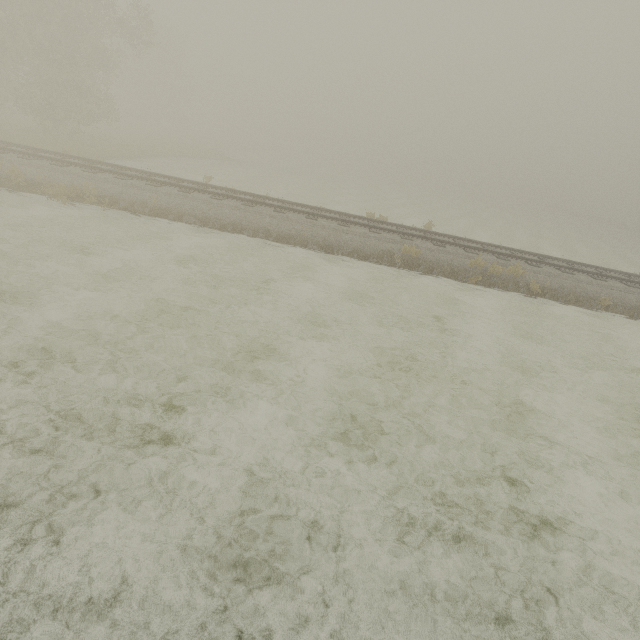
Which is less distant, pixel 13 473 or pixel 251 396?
pixel 13 473
